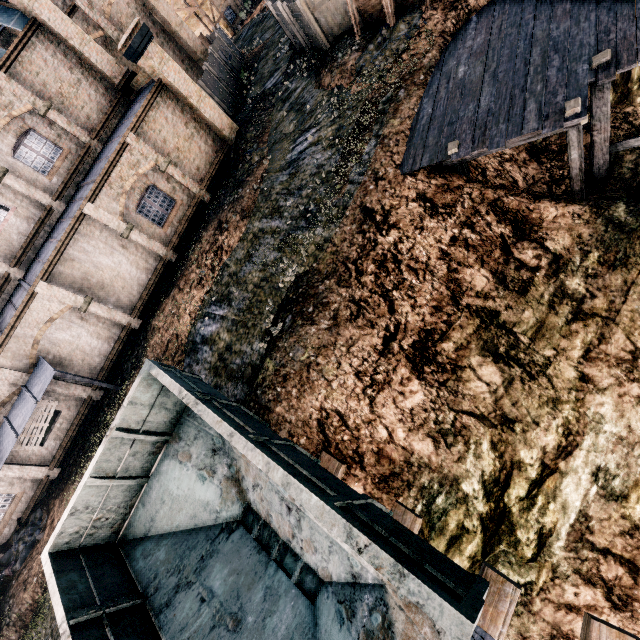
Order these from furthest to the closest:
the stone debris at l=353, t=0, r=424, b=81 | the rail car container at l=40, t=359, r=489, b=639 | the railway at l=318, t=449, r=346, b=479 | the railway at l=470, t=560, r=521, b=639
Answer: the stone debris at l=353, t=0, r=424, b=81 → the railway at l=318, t=449, r=346, b=479 → the railway at l=470, t=560, r=521, b=639 → the rail car container at l=40, t=359, r=489, b=639

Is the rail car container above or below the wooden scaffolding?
above

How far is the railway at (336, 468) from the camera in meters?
7.7 m

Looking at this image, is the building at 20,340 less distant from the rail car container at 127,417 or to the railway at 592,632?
the rail car container at 127,417

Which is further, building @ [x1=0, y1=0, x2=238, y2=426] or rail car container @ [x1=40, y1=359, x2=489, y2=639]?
building @ [x1=0, y1=0, x2=238, y2=426]

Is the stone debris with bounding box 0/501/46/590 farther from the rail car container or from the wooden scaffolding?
the wooden scaffolding

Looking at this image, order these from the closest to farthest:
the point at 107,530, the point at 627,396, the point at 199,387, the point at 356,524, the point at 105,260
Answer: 1. the point at 356,524
2. the point at 627,396
3. the point at 199,387
4. the point at 107,530
5. the point at 105,260

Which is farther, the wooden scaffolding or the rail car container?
the wooden scaffolding
